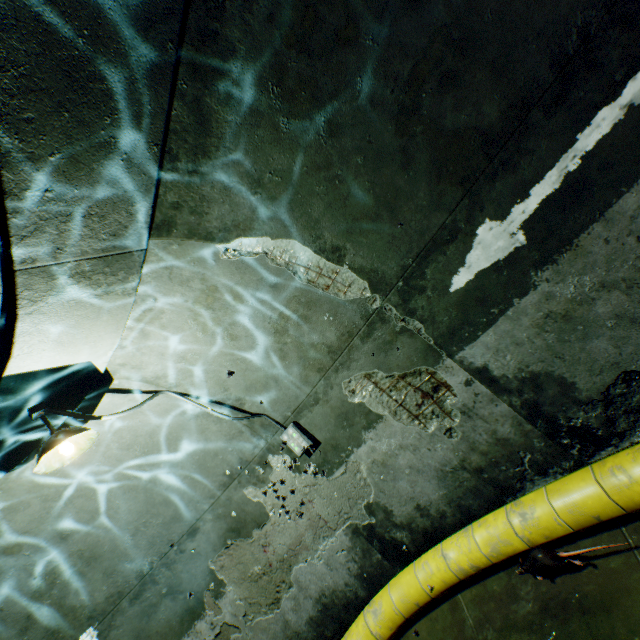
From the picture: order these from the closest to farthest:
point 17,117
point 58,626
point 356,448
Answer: point 17,117
point 58,626
point 356,448

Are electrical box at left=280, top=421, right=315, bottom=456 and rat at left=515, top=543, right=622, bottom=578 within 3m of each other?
yes

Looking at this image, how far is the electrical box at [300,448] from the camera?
4.4 meters

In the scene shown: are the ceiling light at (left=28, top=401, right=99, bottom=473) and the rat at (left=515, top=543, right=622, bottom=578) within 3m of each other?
no

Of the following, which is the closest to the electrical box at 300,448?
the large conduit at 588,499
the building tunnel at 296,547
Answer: the building tunnel at 296,547

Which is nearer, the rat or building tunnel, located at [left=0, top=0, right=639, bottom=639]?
building tunnel, located at [left=0, top=0, right=639, bottom=639]

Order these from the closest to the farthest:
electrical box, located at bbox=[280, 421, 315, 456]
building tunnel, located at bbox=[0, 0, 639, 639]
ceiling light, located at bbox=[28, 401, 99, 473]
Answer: building tunnel, located at bbox=[0, 0, 639, 639] < ceiling light, located at bbox=[28, 401, 99, 473] < electrical box, located at bbox=[280, 421, 315, 456]

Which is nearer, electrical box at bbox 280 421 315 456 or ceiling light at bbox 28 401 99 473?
ceiling light at bbox 28 401 99 473
